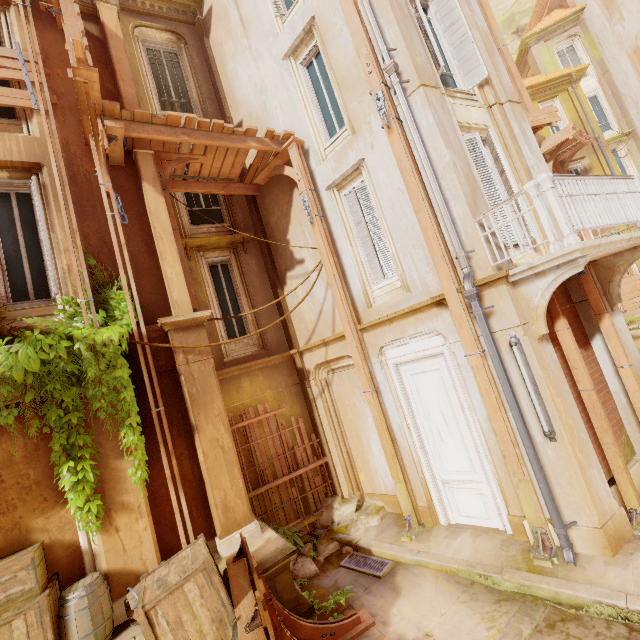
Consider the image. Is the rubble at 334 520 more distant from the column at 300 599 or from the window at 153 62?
the window at 153 62

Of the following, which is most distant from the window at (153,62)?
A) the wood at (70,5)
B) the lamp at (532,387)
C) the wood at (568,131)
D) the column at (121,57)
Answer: the wood at (568,131)

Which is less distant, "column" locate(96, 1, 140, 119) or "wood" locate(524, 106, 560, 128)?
"column" locate(96, 1, 140, 119)

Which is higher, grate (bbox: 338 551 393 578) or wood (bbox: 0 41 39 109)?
wood (bbox: 0 41 39 109)

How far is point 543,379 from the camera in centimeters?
515cm

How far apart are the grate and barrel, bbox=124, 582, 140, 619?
3.07m

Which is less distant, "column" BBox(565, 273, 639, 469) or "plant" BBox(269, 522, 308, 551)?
"column" BBox(565, 273, 639, 469)

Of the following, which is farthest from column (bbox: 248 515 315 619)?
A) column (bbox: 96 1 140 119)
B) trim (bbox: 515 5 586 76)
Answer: trim (bbox: 515 5 586 76)
